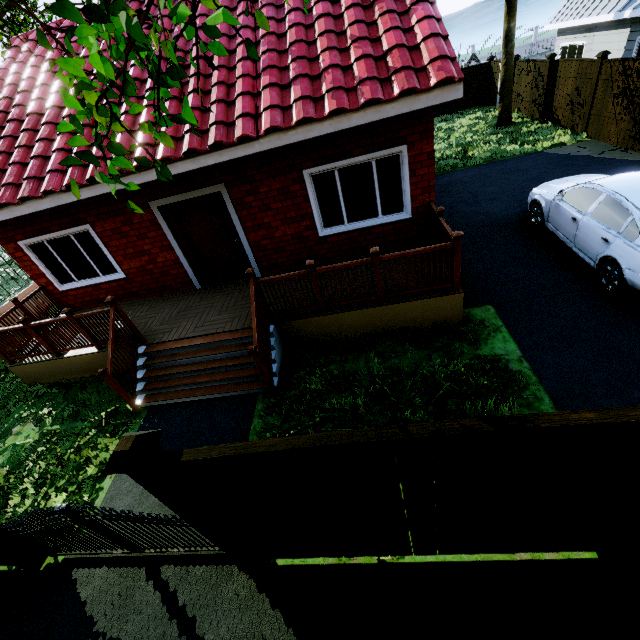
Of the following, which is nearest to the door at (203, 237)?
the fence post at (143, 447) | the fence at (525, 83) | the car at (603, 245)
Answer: the fence post at (143, 447)

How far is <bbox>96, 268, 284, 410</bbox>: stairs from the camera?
5.7m

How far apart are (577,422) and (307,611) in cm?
341

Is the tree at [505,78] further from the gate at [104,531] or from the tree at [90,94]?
the gate at [104,531]

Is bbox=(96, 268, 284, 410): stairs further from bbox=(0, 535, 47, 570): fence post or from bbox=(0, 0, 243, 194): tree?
bbox=(0, 0, 243, 194): tree

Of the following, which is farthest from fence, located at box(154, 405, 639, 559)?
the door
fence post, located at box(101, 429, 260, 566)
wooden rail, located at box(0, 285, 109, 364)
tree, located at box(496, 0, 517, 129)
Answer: the door

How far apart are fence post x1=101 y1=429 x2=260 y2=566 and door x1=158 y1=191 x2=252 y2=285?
5.4m

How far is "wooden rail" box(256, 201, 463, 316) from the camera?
5.25m
